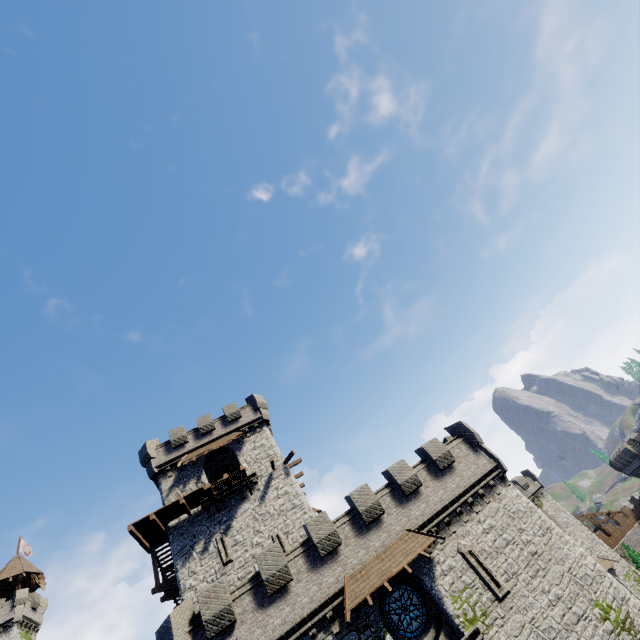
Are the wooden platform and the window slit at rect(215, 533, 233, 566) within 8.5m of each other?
yes

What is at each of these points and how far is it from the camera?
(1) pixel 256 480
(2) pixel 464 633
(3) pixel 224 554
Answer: (1) building, 26.09m
(2) building tower, 14.72m
(3) window slit, 22.19m

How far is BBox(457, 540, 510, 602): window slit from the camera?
16.0 meters

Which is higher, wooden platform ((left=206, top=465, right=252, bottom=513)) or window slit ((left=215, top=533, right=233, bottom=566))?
wooden platform ((left=206, top=465, right=252, bottom=513))

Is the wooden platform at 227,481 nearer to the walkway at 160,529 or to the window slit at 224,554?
the walkway at 160,529

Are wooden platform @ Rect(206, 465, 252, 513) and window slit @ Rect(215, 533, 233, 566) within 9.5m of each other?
yes

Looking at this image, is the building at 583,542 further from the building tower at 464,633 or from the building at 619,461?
the building tower at 464,633

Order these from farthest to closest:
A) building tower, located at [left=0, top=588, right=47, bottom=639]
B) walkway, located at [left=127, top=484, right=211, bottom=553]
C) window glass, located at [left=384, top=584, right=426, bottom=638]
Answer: building tower, located at [left=0, top=588, right=47, bottom=639]
walkway, located at [left=127, top=484, right=211, bottom=553]
window glass, located at [left=384, top=584, right=426, bottom=638]
